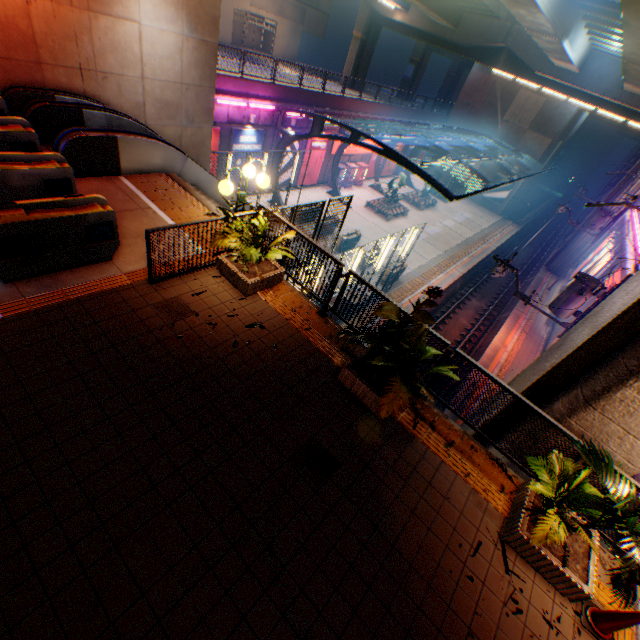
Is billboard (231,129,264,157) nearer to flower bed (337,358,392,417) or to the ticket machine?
the ticket machine

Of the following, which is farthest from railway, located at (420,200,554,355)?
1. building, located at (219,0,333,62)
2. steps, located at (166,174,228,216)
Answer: building, located at (219,0,333,62)

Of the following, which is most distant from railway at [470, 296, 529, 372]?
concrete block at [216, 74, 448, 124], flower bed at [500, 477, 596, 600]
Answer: concrete block at [216, 74, 448, 124]

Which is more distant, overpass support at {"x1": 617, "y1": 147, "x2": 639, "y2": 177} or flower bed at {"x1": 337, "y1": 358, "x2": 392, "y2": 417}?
overpass support at {"x1": 617, "y1": 147, "x2": 639, "y2": 177}

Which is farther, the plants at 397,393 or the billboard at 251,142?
the billboard at 251,142

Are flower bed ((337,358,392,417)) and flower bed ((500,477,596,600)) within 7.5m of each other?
yes

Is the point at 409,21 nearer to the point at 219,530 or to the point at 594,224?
the point at 594,224

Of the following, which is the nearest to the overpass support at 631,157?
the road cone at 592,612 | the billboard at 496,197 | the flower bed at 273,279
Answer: the road cone at 592,612
